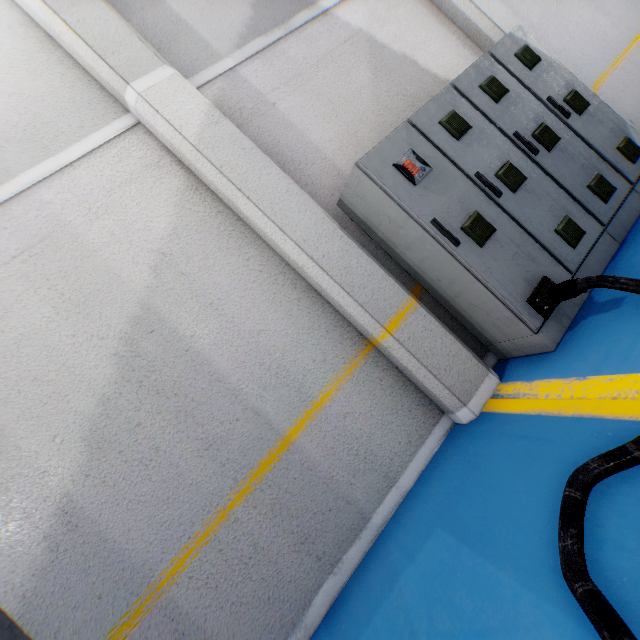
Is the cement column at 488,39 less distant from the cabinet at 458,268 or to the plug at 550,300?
the cabinet at 458,268

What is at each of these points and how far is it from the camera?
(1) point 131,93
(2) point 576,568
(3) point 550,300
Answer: (1) cement column, 2.8m
(2) cable, 1.3m
(3) plug, 2.5m

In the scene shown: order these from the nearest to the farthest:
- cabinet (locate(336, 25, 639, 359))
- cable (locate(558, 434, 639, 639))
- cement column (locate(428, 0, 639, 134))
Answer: cable (locate(558, 434, 639, 639)) → cabinet (locate(336, 25, 639, 359)) → cement column (locate(428, 0, 639, 134))

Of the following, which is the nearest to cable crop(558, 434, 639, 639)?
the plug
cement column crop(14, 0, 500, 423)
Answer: the plug

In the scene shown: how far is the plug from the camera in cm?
235

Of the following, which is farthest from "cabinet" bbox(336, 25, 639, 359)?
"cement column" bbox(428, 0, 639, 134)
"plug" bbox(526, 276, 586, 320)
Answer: "cement column" bbox(428, 0, 639, 134)

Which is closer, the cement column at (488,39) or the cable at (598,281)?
the cable at (598,281)

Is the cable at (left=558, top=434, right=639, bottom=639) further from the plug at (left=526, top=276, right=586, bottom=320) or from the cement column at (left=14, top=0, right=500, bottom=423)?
the cement column at (left=14, top=0, right=500, bottom=423)
